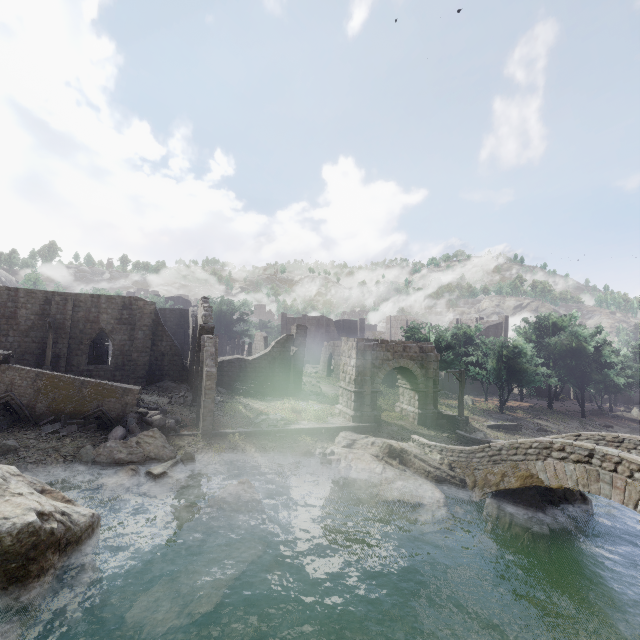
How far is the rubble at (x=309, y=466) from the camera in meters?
15.6

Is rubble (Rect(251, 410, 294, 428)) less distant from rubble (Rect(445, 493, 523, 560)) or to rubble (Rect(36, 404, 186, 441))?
rubble (Rect(36, 404, 186, 441))

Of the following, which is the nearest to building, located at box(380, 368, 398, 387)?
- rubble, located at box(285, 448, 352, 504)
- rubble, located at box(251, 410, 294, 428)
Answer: rubble, located at box(251, 410, 294, 428)

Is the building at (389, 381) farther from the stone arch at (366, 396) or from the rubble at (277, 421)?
the rubble at (277, 421)

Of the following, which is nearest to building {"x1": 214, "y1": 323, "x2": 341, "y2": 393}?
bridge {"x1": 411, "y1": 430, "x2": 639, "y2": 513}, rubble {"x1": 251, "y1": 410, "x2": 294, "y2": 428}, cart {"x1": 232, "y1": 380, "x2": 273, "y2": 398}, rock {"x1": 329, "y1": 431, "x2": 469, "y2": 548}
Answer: cart {"x1": 232, "y1": 380, "x2": 273, "y2": 398}

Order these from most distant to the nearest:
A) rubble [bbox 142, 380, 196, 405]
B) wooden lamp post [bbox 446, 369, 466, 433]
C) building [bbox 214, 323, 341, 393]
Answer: building [bbox 214, 323, 341, 393]
wooden lamp post [bbox 446, 369, 466, 433]
rubble [bbox 142, 380, 196, 405]

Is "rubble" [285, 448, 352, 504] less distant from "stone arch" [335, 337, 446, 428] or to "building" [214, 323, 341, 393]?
"stone arch" [335, 337, 446, 428]

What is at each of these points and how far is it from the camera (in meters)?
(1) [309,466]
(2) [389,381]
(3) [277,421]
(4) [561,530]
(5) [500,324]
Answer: (1) rubble, 17.31
(2) building, 44.25
(3) rubble, 21.16
(4) rock, 14.04
(5) building, 56.16
